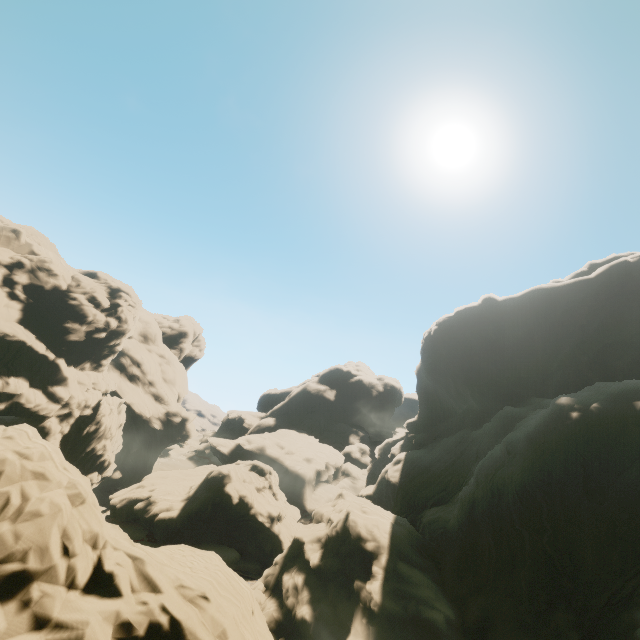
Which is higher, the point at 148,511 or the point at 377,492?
the point at 377,492
